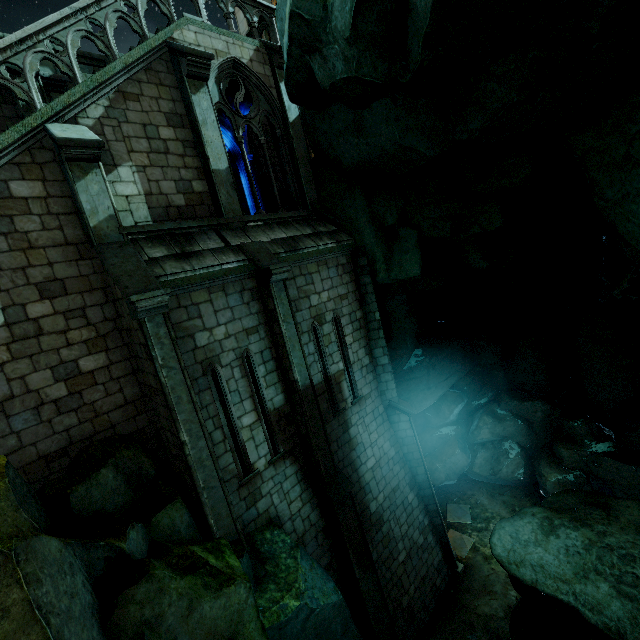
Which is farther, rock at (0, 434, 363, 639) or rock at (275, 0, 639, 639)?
rock at (275, 0, 639, 639)

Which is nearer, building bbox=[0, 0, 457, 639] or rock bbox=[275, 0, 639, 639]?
rock bbox=[275, 0, 639, 639]

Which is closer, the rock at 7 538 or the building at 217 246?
the rock at 7 538

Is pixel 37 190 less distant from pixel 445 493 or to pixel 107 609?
pixel 107 609

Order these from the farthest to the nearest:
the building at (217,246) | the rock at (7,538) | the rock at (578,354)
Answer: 1. the building at (217,246)
2. the rock at (578,354)
3. the rock at (7,538)

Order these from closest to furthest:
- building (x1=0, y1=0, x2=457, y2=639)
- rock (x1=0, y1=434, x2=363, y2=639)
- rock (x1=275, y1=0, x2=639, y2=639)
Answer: rock (x1=0, y1=434, x2=363, y2=639), rock (x1=275, y1=0, x2=639, y2=639), building (x1=0, y1=0, x2=457, y2=639)
